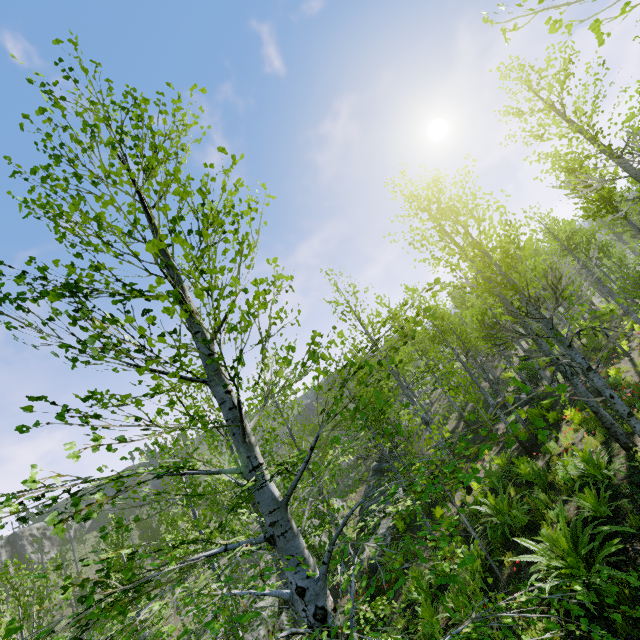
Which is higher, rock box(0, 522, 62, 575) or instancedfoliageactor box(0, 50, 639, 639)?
rock box(0, 522, 62, 575)

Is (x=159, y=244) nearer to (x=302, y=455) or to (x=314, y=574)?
(x=302, y=455)

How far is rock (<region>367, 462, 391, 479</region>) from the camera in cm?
2767

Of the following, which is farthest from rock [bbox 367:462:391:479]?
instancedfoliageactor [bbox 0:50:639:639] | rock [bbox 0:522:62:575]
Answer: rock [bbox 0:522:62:575]

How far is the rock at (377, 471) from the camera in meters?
27.7

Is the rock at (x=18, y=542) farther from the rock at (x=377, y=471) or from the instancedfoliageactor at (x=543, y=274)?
the instancedfoliageactor at (x=543, y=274)

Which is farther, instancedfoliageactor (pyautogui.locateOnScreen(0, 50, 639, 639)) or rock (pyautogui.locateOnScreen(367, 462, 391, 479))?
rock (pyautogui.locateOnScreen(367, 462, 391, 479))

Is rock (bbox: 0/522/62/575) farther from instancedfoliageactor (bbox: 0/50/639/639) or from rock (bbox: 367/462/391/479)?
instancedfoliageactor (bbox: 0/50/639/639)
